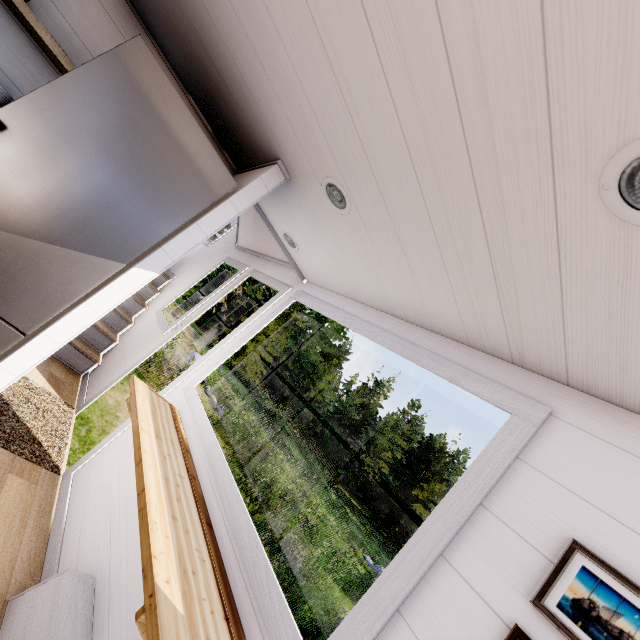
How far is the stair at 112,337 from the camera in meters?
4.0

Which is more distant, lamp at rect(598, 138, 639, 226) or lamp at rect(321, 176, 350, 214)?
lamp at rect(321, 176, 350, 214)

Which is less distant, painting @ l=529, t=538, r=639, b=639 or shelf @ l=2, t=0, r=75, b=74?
painting @ l=529, t=538, r=639, b=639

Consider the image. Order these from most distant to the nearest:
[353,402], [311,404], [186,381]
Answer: [353,402] → [311,404] → [186,381]

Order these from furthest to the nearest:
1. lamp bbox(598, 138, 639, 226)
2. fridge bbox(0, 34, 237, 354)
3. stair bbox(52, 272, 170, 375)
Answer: stair bbox(52, 272, 170, 375) < fridge bbox(0, 34, 237, 354) < lamp bbox(598, 138, 639, 226)

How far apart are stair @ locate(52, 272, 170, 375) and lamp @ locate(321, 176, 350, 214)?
3.85m

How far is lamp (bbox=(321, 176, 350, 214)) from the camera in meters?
1.5 m

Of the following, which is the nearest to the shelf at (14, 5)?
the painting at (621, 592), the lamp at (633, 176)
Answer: the lamp at (633, 176)
